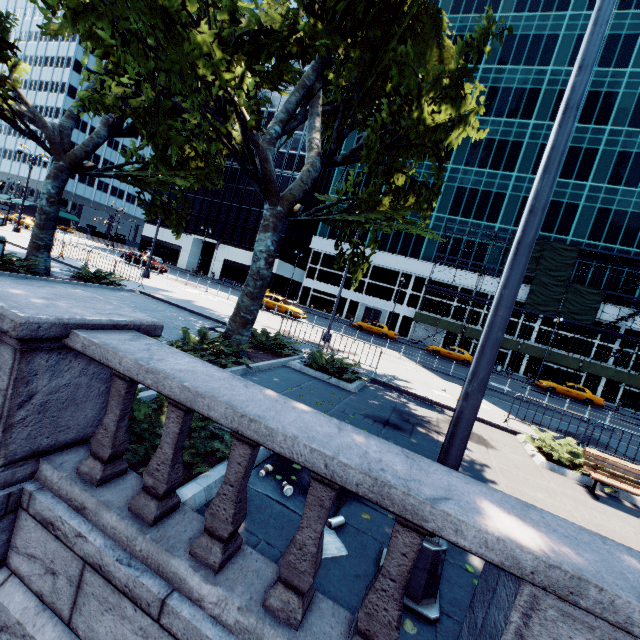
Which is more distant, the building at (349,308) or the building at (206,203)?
the building at (206,203)

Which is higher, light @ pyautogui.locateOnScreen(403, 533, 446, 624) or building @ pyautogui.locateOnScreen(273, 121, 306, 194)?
building @ pyautogui.locateOnScreen(273, 121, 306, 194)

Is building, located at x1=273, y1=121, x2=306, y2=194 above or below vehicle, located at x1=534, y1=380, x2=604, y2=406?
above

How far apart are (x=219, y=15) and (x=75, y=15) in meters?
2.5

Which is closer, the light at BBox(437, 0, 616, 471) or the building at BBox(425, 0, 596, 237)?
the light at BBox(437, 0, 616, 471)

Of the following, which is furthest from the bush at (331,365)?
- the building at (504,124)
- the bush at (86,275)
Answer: the building at (504,124)

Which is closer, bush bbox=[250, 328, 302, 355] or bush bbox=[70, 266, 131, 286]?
bush bbox=[250, 328, 302, 355]

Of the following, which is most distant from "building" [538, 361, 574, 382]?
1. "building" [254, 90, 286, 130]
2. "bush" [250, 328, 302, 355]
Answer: "bush" [250, 328, 302, 355]
